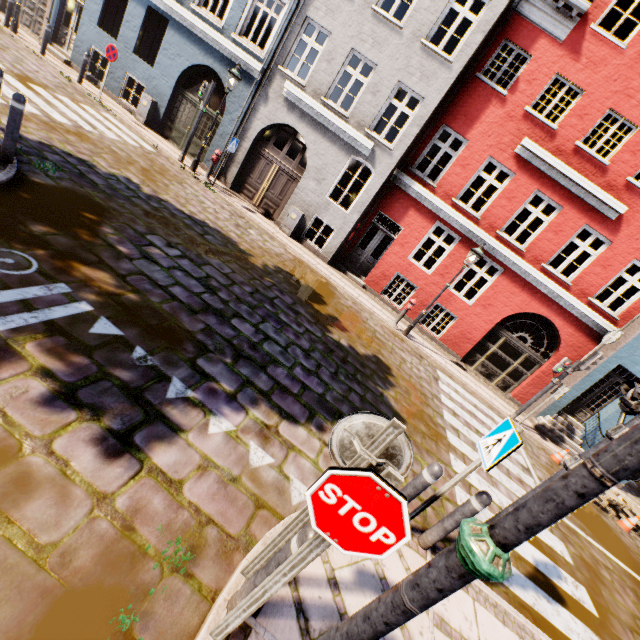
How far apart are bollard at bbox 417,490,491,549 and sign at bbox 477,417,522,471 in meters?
0.5

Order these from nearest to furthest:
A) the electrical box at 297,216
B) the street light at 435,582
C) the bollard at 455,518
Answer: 1. the street light at 435,582
2. the bollard at 455,518
3. the electrical box at 297,216

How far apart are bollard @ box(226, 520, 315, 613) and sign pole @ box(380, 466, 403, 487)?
0.1m

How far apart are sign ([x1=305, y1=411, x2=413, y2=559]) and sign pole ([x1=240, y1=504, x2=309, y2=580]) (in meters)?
0.39

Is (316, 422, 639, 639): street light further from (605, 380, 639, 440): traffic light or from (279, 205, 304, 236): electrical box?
(279, 205, 304, 236): electrical box

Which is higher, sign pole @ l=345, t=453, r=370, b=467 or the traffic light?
the traffic light

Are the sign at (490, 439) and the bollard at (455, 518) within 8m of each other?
yes

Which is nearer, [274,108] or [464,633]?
[464,633]
